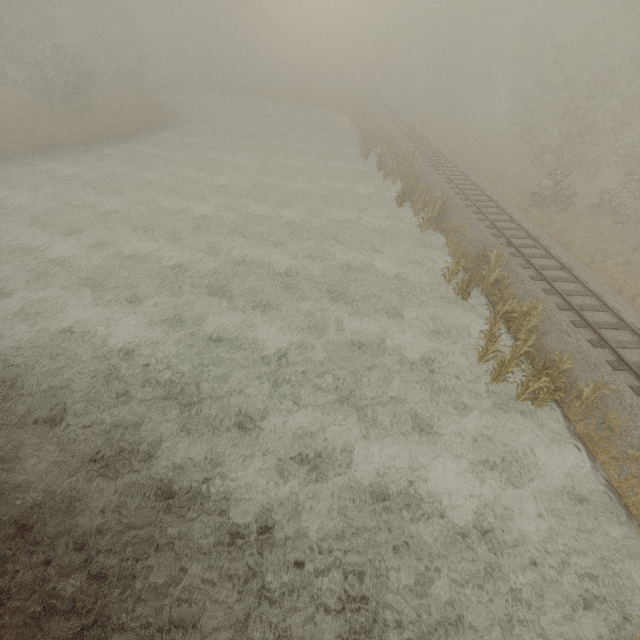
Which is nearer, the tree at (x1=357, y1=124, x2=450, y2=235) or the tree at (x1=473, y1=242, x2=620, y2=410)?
the tree at (x1=473, y1=242, x2=620, y2=410)

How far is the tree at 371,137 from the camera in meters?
18.3 m

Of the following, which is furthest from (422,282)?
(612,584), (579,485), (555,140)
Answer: (555,140)

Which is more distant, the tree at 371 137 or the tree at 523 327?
the tree at 371 137

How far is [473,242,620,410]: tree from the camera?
9.38m

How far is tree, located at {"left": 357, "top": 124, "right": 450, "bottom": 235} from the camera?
18.28m
